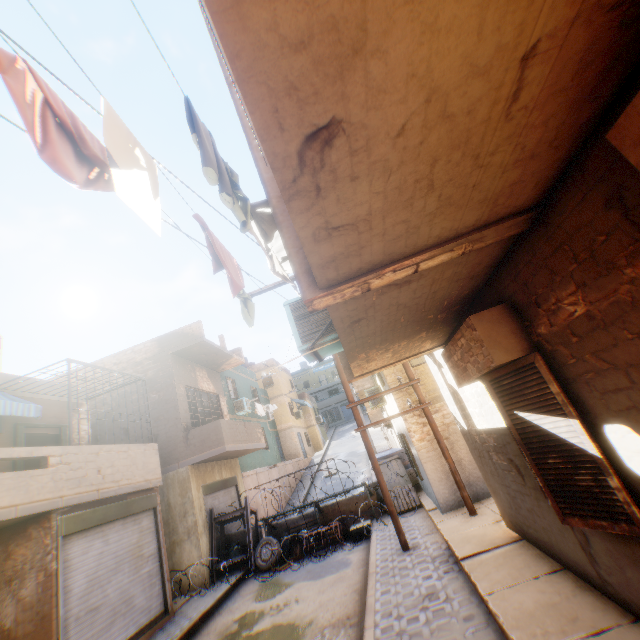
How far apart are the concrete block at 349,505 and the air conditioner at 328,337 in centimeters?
949cm

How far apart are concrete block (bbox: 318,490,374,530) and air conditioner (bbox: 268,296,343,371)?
9.5 meters

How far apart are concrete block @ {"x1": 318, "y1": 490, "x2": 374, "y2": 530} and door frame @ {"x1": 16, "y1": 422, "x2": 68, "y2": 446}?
8.7 meters

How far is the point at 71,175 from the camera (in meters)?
1.83

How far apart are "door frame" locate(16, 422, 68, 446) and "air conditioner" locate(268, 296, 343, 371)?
9.3m

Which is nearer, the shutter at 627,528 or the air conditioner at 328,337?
the shutter at 627,528

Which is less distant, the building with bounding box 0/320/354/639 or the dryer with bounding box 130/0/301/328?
the dryer with bounding box 130/0/301/328

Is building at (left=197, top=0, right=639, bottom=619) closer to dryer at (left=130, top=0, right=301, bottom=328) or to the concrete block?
dryer at (left=130, top=0, right=301, bottom=328)
